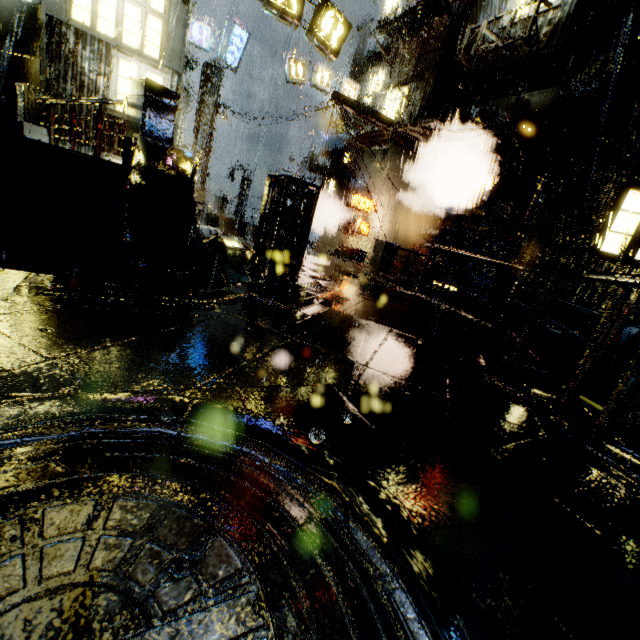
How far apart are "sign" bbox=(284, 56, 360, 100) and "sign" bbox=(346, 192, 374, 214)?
9.1m

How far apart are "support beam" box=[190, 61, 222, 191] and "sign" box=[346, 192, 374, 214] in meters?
9.4

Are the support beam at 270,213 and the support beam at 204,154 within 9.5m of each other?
no

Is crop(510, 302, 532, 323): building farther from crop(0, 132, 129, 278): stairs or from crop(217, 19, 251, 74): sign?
crop(0, 132, 129, 278): stairs

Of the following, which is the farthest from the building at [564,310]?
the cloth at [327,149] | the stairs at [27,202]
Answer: the stairs at [27,202]

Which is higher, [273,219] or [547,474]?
[273,219]

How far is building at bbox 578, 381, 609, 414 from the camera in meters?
11.2 m

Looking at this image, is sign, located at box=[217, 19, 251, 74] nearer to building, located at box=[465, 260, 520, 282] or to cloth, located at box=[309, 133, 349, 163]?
building, located at box=[465, 260, 520, 282]
